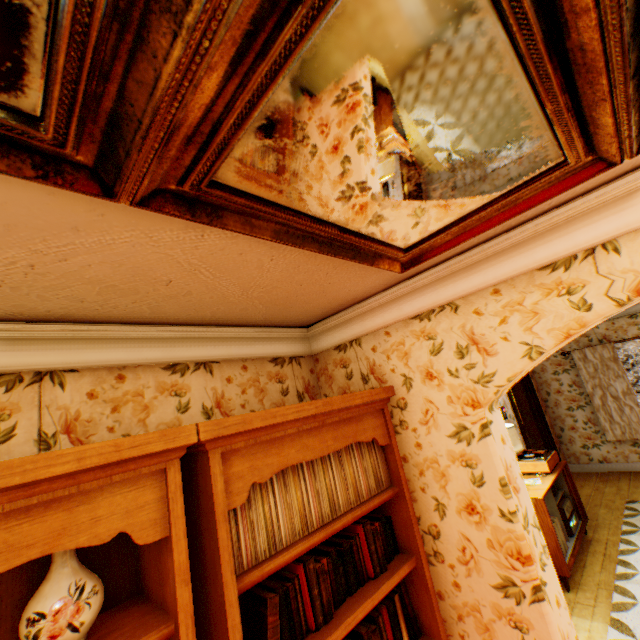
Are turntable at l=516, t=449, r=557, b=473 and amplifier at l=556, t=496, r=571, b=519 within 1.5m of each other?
yes

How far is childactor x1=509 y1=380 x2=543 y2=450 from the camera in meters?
6.8

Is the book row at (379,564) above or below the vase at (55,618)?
below

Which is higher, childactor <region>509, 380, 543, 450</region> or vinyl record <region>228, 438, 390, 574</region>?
vinyl record <region>228, 438, 390, 574</region>

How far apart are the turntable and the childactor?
2.1m

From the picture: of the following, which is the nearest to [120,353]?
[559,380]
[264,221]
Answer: [264,221]

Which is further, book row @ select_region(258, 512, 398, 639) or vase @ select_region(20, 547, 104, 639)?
book row @ select_region(258, 512, 398, 639)

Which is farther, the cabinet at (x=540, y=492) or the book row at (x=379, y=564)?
the cabinet at (x=540, y=492)
